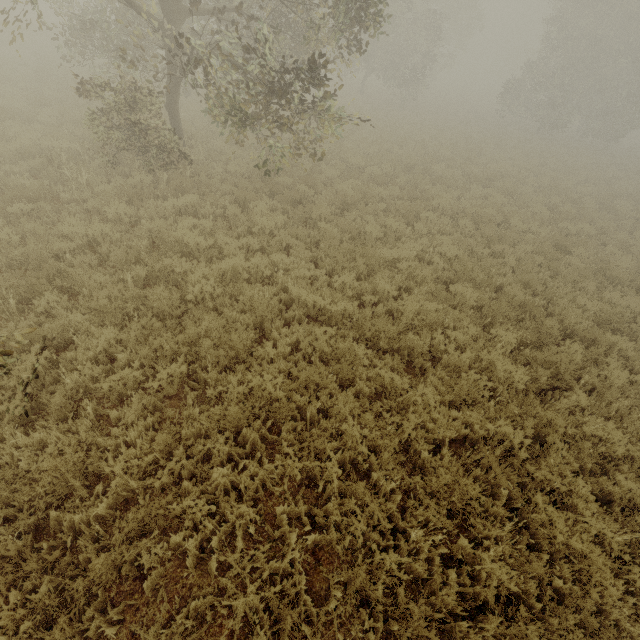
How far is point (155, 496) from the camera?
3.94m

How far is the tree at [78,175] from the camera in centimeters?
845cm

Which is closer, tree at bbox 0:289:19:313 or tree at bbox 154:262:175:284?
tree at bbox 0:289:19:313

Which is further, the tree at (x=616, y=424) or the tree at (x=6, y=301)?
the tree at (x=6, y=301)

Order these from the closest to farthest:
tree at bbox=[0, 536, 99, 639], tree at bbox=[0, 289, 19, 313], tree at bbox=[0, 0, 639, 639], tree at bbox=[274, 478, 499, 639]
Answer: tree at bbox=[0, 536, 99, 639] → tree at bbox=[274, 478, 499, 639] → tree at bbox=[0, 0, 639, 639] → tree at bbox=[0, 289, 19, 313]

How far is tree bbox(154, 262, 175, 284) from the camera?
6.31m
